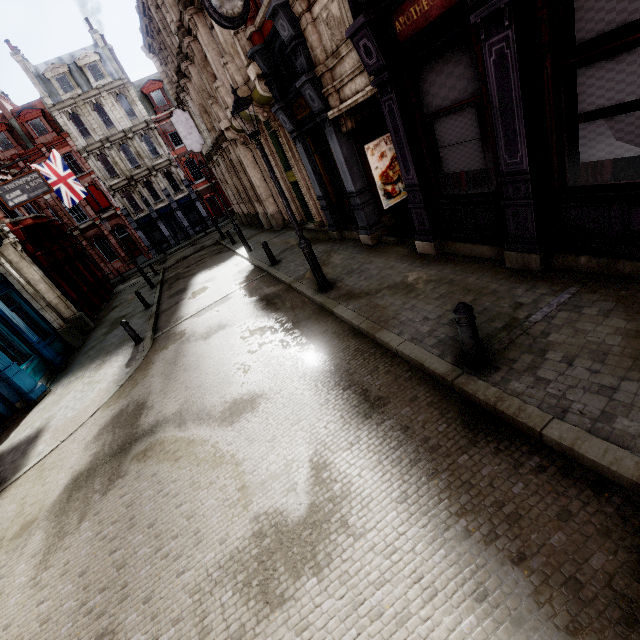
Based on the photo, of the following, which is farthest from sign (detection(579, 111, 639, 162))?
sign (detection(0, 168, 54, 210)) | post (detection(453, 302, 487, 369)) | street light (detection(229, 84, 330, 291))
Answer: sign (detection(0, 168, 54, 210))

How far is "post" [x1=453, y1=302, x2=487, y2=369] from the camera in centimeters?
395cm

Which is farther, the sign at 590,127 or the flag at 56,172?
the flag at 56,172

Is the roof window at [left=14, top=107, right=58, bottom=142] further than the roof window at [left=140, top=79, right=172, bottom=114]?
No

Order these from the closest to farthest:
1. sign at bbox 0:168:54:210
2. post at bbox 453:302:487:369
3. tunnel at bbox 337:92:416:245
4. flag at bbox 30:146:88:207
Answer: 1. post at bbox 453:302:487:369
2. tunnel at bbox 337:92:416:245
3. sign at bbox 0:168:54:210
4. flag at bbox 30:146:88:207

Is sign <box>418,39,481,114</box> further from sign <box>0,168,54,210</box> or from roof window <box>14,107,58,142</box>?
roof window <box>14,107,58,142</box>

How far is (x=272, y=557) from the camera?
3.47m

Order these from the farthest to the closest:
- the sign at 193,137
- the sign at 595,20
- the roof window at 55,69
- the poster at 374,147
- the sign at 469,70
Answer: the roof window at 55,69 → the sign at 193,137 → the poster at 374,147 → the sign at 469,70 → the sign at 595,20
